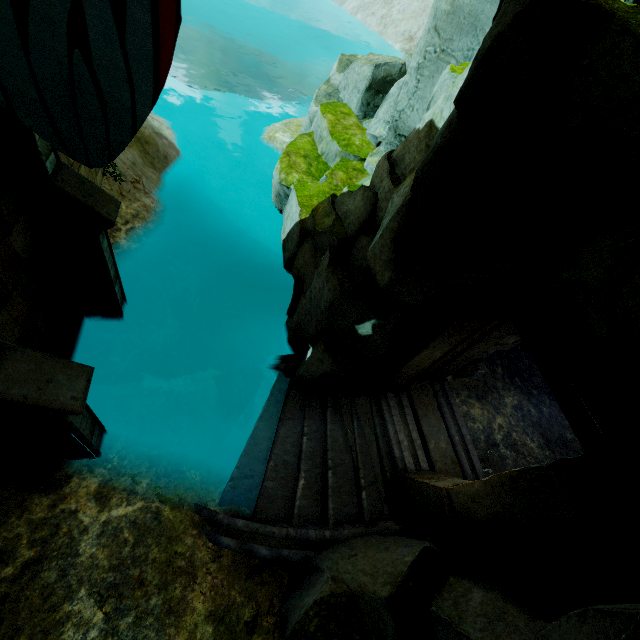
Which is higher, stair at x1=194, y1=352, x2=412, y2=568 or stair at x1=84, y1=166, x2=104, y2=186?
stair at x1=84, y1=166, x2=104, y2=186

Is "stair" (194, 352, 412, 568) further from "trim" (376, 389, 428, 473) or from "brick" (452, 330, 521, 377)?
"brick" (452, 330, 521, 377)

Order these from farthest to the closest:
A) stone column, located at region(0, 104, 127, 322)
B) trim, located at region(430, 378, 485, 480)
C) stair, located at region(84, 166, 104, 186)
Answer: stair, located at region(84, 166, 104, 186), trim, located at region(430, 378, 485, 480), stone column, located at region(0, 104, 127, 322)

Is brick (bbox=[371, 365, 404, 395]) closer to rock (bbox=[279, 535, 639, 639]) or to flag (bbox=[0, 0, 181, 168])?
rock (bbox=[279, 535, 639, 639])

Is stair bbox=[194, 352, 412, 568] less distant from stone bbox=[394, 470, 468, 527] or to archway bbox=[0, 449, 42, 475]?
stone bbox=[394, 470, 468, 527]

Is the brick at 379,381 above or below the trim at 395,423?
above

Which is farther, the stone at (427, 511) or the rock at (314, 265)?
the stone at (427, 511)

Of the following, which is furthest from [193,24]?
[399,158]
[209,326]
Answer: [399,158]
